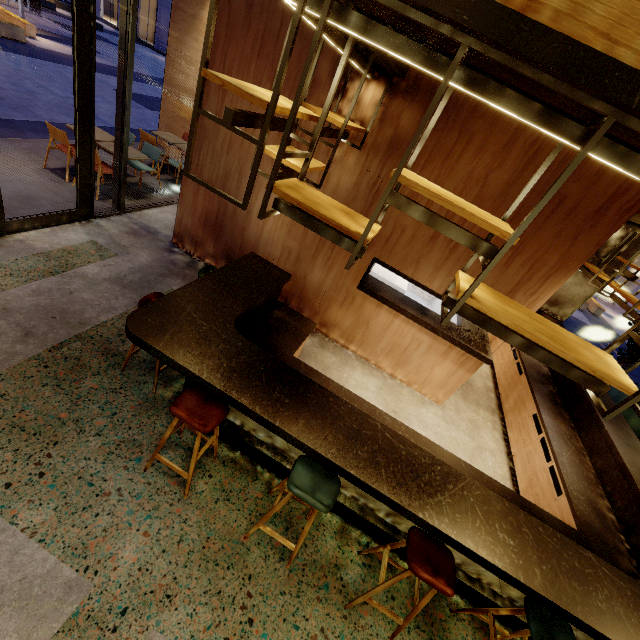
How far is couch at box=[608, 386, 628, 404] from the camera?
7.51m

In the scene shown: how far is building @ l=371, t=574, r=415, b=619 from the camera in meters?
2.8 m

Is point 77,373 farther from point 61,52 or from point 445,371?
point 61,52

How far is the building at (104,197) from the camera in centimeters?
582cm

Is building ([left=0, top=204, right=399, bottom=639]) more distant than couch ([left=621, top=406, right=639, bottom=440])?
No

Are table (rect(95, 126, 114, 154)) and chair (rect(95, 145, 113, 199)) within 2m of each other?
yes

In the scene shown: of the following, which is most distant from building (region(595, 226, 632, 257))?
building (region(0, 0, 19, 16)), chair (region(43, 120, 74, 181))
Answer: building (region(0, 0, 19, 16))

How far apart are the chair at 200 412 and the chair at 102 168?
5.05m
